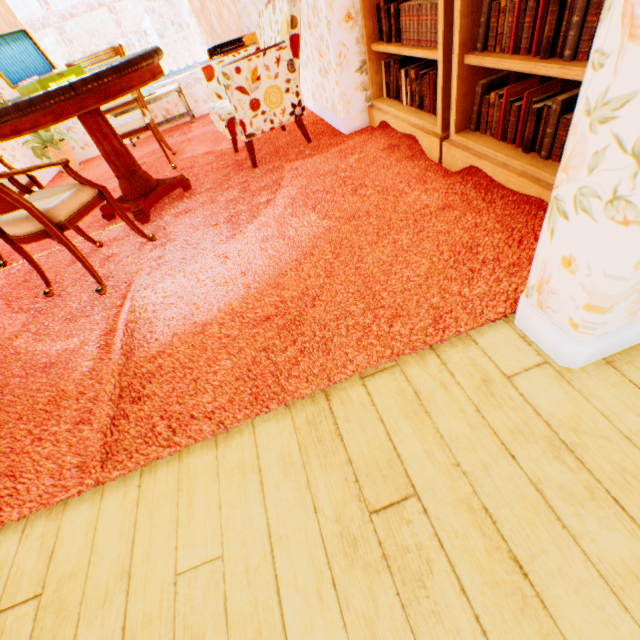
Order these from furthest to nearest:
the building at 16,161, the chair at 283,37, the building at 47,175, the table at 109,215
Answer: the building at 47,175
the building at 16,161
the table at 109,215
the chair at 283,37

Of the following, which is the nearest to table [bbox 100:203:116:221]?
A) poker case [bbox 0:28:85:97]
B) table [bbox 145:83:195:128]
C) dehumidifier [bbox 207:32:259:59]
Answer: poker case [bbox 0:28:85:97]

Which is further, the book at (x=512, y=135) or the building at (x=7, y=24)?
the building at (x=7, y=24)

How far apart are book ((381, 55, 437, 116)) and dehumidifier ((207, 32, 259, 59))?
2.4m

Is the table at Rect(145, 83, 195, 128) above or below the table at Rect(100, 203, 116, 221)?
above

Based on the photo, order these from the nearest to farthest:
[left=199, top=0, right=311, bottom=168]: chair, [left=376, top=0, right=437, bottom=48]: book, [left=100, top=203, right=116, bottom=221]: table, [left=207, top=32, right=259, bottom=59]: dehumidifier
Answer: [left=376, top=0, right=437, bottom=48]: book → [left=199, top=0, right=311, bottom=168]: chair → [left=100, top=203, right=116, bottom=221]: table → [left=207, top=32, right=259, bottom=59]: dehumidifier

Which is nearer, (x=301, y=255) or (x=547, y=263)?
(x=547, y=263)

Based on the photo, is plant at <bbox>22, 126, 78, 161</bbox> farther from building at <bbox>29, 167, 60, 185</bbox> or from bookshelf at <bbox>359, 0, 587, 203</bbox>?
bookshelf at <bbox>359, 0, 587, 203</bbox>
